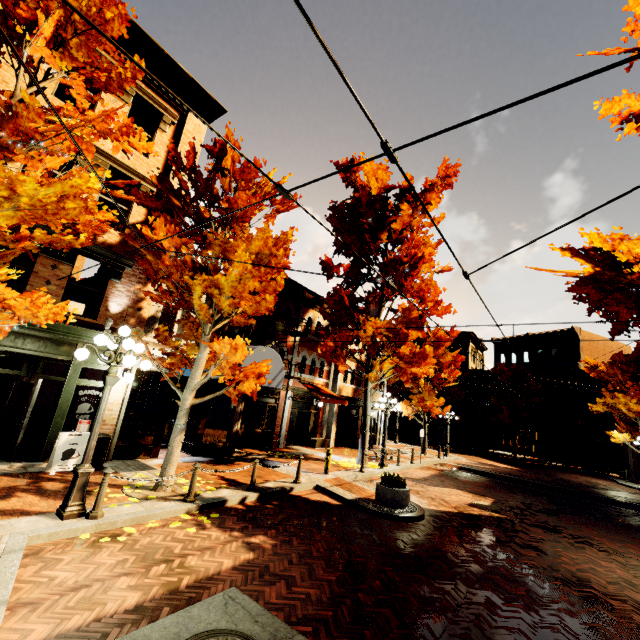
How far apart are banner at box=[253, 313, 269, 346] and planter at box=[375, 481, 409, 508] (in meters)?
6.64

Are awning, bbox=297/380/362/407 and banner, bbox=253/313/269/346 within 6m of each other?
yes

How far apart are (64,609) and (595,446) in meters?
41.5

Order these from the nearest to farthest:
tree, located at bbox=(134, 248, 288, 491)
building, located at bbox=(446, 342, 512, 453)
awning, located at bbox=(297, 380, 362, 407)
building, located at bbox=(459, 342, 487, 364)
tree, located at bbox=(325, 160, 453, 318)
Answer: tree, located at bbox=(134, 248, 288, 491), tree, located at bbox=(325, 160, 453, 318), awning, located at bbox=(297, 380, 362, 407), building, located at bbox=(446, 342, 512, 453), building, located at bbox=(459, 342, 487, 364)

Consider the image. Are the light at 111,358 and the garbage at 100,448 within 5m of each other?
yes

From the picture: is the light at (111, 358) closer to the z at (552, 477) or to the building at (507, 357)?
the building at (507, 357)

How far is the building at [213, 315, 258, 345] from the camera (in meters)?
13.84
